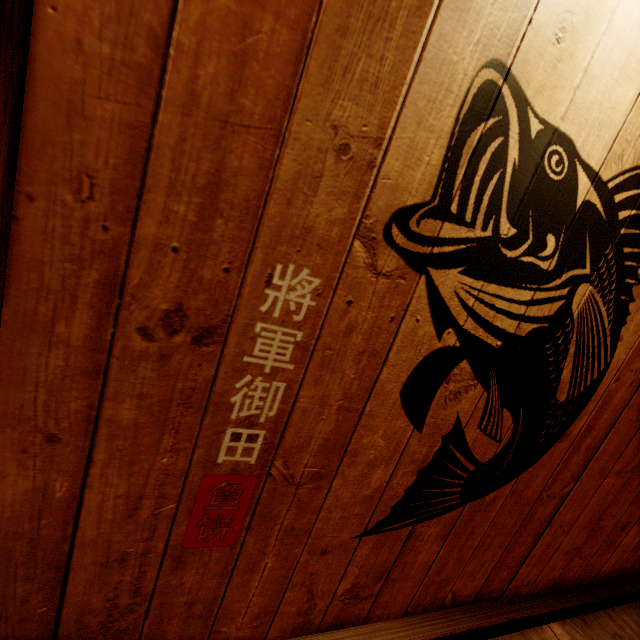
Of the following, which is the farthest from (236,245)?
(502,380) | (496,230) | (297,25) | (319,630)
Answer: (319,630)
